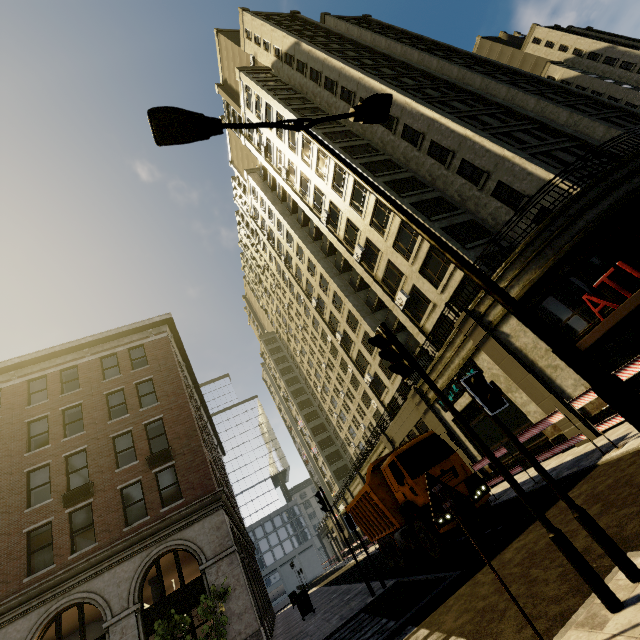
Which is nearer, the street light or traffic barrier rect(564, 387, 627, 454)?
the street light

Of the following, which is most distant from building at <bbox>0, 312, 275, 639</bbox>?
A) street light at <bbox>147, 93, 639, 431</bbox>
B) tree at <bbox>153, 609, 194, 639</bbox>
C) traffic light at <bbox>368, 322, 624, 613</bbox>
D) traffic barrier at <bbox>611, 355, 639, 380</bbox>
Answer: traffic light at <bbox>368, 322, 624, 613</bbox>

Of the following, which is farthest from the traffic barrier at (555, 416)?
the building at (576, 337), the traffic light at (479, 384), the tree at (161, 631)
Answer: the tree at (161, 631)

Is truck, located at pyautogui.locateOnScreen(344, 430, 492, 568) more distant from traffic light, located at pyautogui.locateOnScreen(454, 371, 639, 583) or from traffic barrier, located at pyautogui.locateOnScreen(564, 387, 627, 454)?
traffic light, located at pyautogui.locateOnScreen(454, 371, 639, 583)

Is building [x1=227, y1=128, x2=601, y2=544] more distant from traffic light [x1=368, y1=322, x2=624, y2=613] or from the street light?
traffic light [x1=368, y1=322, x2=624, y2=613]

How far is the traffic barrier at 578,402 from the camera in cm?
857

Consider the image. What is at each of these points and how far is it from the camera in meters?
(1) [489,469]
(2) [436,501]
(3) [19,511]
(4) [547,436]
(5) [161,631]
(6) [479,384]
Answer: (1) building, 18.2
(2) sign, 3.8
(3) building, 15.7
(4) building, 14.3
(5) tree, 11.4
(6) traffic light, 4.5

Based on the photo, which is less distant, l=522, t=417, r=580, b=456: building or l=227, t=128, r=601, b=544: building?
l=522, t=417, r=580, b=456: building
